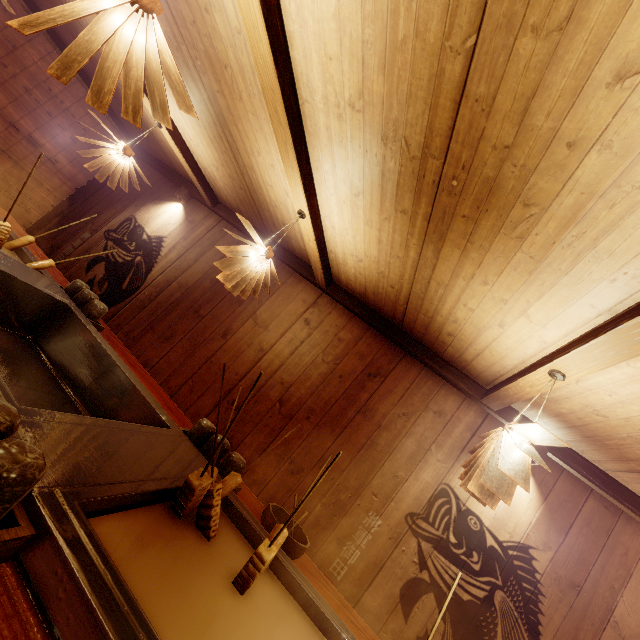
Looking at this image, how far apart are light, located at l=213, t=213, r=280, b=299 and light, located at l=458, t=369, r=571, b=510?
3.3 meters

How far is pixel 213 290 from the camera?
6.9m

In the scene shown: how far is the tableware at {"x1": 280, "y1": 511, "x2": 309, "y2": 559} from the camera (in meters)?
2.81

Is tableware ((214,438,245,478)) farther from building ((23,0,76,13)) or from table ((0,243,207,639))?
building ((23,0,76,13))

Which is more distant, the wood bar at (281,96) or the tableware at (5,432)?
the wood bar at (281,96)

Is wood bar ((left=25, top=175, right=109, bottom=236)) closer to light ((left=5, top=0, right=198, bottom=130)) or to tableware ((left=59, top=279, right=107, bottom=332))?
tableware ((left=59, top=279, right=107, bottom=332))

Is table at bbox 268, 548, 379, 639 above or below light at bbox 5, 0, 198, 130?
below

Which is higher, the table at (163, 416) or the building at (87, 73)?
the building at (87, 73)
